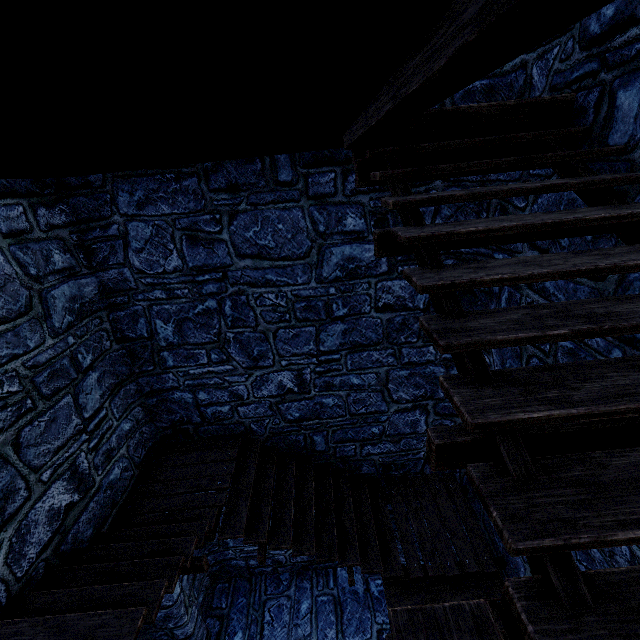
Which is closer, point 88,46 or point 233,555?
point 88,46
